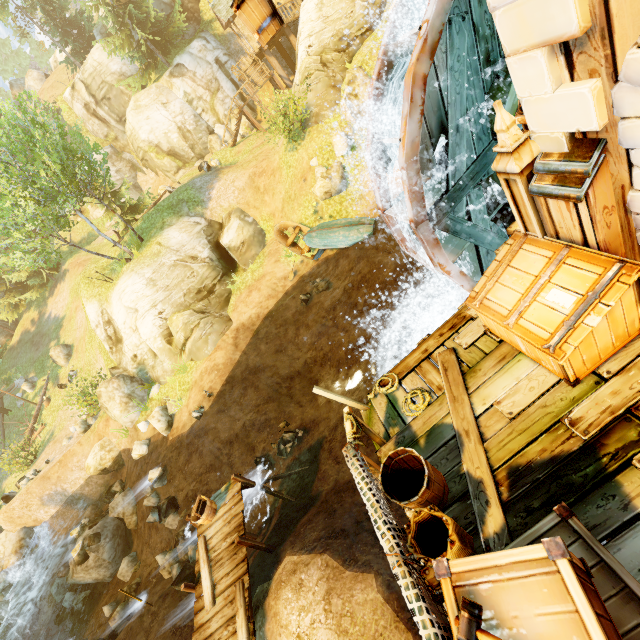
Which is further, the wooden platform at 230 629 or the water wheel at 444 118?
the wooden platform at 230 629

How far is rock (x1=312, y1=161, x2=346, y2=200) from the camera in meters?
15.6

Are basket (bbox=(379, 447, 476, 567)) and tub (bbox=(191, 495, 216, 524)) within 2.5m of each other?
no

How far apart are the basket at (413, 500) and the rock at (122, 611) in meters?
14.9 m

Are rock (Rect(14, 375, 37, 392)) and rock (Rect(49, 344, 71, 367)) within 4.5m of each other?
yes

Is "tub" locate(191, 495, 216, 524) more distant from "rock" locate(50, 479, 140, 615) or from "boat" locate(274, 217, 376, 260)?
"boat" locate(274, 217, 376, 260)

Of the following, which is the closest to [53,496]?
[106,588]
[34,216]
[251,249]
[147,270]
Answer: [106,588]

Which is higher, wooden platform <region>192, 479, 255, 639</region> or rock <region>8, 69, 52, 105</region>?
rock <region>8, 69, 52, 105</region>
